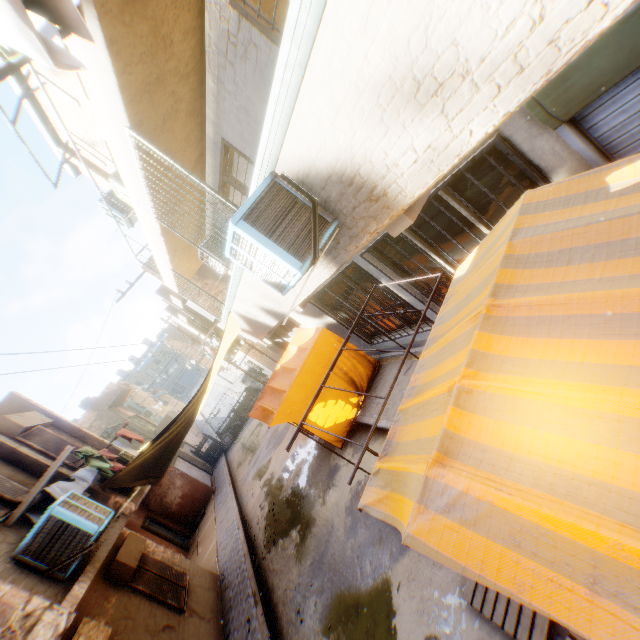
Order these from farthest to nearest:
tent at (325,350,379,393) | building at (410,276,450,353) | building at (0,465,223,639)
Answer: tent at (325,350,379,393) < building at (410,276,450,353) < building at (0,465,223,639)

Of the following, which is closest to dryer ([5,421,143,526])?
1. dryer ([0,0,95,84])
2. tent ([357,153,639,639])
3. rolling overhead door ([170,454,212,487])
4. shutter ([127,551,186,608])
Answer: tent ([357,153,639,639])

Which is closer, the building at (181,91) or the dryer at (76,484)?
the building at (181,91)

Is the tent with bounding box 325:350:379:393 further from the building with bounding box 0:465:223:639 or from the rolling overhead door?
the rolling overhead door

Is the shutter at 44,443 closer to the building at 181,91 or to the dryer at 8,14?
the building at 181,91

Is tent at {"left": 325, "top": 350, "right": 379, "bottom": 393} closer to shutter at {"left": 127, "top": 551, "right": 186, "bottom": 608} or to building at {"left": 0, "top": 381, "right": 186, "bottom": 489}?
building at {"left": 0, "top": 381, "right": 186, "bottom": 489}

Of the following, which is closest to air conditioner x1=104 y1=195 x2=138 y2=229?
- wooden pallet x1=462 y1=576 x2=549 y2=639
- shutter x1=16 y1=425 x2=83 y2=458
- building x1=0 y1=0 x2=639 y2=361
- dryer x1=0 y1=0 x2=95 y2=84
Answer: building x1=0 y1=0 x2=639 y2=361

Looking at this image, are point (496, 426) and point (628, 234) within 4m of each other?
yes
